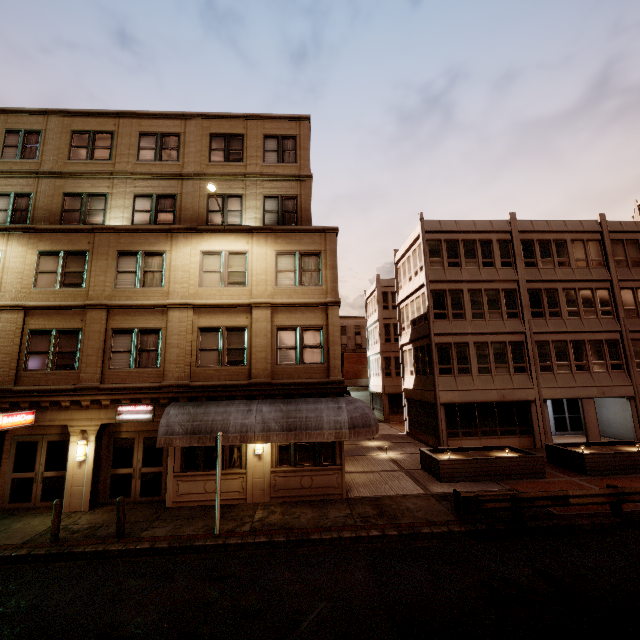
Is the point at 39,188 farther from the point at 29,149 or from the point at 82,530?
the point at 82,530

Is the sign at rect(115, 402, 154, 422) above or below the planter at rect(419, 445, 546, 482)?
above

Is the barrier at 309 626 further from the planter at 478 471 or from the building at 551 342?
the planter at 478 471

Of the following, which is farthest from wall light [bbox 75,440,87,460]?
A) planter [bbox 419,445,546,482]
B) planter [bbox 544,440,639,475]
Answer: planter [bbox 544,440,639,475]

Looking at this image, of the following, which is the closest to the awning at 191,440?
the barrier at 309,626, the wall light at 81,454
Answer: the wall light at 81,454

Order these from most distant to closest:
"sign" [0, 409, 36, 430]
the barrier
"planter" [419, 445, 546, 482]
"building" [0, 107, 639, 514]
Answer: "planter" [419, 445, 546, 482] → "building" [0, 107, 639, 514] → "sign" [0, 409, 36, 430] → the barrier

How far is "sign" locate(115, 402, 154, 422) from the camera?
13.0 meters

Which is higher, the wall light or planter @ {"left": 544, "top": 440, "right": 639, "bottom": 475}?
the wall light
